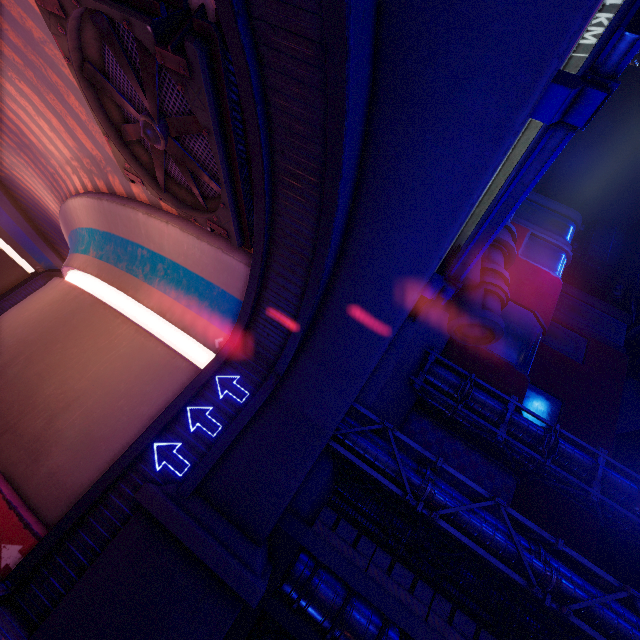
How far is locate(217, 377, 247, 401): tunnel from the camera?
11.4m

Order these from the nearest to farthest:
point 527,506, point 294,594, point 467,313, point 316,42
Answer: point 316,42 → point 294,594 → point 467,313 → point 527,506

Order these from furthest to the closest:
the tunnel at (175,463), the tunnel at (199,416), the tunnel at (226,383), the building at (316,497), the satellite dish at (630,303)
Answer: the satellite dish at (630,303) → the building at (316,497) → the tunnel at (226,383) → the tunnel at (199,416) → the tunnel at (175,463)

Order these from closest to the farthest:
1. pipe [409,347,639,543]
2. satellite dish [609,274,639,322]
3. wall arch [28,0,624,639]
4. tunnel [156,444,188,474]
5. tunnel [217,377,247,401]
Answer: wall arch [28,0,624,639], tunnel [156,444,188,474], tunnel [217,377,247,401], pipe [409,347,639,543], satellite dish [609,274,639,322]

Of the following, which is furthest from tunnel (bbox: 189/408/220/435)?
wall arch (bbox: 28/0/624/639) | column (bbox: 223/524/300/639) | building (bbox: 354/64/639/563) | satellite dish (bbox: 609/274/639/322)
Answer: satellite dish (bbox: 609/274/639/322)

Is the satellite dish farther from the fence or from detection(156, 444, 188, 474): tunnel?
detection(156, 444, 188, 474): tunnel

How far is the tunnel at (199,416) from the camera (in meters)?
10.81

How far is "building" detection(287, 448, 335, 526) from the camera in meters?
13.9
